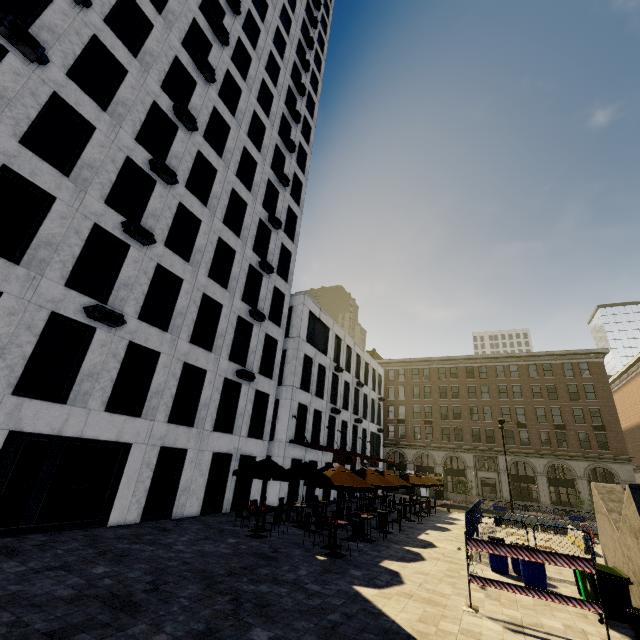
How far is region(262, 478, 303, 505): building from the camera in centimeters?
2142cm

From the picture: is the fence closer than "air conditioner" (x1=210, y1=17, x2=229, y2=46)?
Yes

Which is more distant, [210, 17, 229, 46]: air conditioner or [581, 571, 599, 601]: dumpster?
[210, 17, 229, 46]: air conditioner

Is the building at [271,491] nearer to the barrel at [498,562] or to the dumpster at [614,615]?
the barrel at [498,562]

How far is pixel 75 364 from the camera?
12.12m

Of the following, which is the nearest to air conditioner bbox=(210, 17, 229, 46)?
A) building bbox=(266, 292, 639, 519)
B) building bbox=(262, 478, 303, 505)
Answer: building bbox=(262, 478, 303, 505)

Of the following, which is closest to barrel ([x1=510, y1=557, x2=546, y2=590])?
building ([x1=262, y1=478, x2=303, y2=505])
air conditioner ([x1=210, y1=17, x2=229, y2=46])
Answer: building ([x1=262, y1=478, x2=303, y2=505])

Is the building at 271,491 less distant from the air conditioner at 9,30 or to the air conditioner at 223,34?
the air conditioner at 223,34
